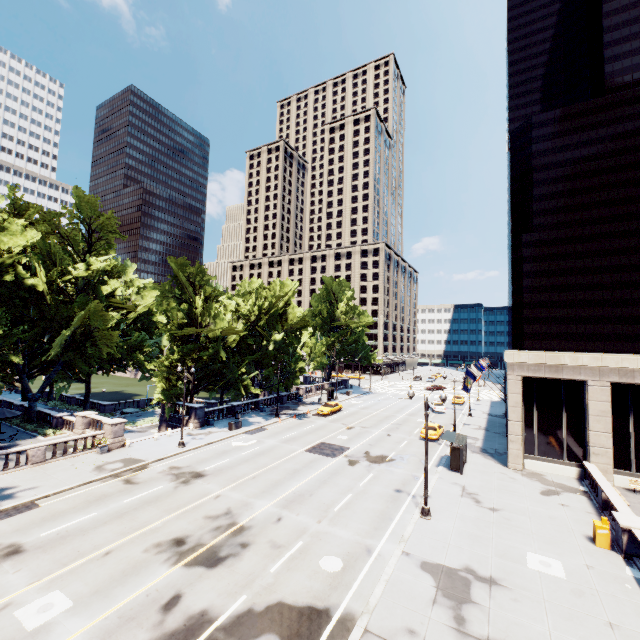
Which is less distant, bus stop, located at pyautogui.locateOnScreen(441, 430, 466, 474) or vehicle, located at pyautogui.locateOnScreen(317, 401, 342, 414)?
bus stop, located at pyautogui.locateOnScreen(441, 430, 466, 474)

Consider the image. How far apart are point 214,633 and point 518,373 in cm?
2659

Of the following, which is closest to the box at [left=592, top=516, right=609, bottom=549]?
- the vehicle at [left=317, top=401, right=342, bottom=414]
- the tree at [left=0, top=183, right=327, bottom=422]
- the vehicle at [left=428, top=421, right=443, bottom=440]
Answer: the vehicle at [left=428, top=421, right=443, bottom=440]

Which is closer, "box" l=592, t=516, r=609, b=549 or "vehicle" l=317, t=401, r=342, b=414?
"box" l=592, t=516, r=609, b=549

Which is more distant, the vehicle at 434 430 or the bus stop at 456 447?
the vehicle at 434 430

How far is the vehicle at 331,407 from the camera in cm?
4462

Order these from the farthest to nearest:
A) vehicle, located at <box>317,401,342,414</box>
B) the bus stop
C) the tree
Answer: vehicle, located at <box>317,401,342,414</box> → the tree → the bus stop

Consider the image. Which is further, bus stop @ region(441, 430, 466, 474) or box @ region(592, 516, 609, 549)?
bus stop @ region(441, 430, 466, 474)
